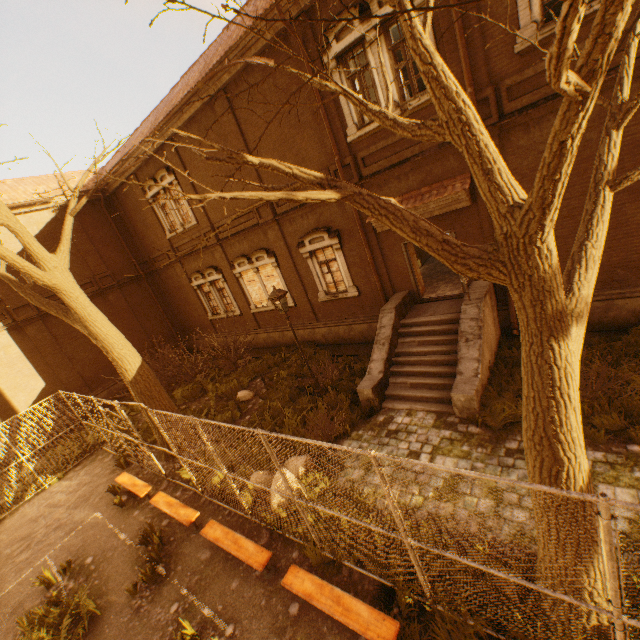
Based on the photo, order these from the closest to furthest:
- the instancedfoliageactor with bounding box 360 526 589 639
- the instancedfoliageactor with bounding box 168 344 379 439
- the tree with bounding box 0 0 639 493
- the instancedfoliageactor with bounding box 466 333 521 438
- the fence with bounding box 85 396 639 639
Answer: the tree with bounding box 0 0 639 493
the fence with bounding box 85 396 639 639
the instancedfoliageactor with bounding box 360 526 589 639
the instancedfoliageactor with bounding box 466 333 521 438
the instancedfoliageactor with bounding box 168 344 379 439

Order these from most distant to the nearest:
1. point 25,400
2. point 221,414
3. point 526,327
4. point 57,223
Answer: point 57,223 < point 25,400 < point 221,414 < point 526,327

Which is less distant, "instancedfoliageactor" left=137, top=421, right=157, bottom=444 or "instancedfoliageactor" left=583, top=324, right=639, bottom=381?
"instancedfoliageactor" left=583, top=324, right=639, bottom=381

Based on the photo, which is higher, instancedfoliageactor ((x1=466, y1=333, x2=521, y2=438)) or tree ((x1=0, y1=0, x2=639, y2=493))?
tree ((x1=0, y1=0, x2=639, y2=493))

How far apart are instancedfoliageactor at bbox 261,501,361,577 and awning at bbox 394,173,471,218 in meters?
7.4 m

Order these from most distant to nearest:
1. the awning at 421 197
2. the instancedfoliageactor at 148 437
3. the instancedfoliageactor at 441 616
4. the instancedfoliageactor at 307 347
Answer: the instancedfoliageactor at 307 347 → the instancedfoliageactor at 148 437 → the awning at 421 197 → the instancedfoliageactor at 441 616

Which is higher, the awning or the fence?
the awning

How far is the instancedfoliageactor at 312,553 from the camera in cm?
561
